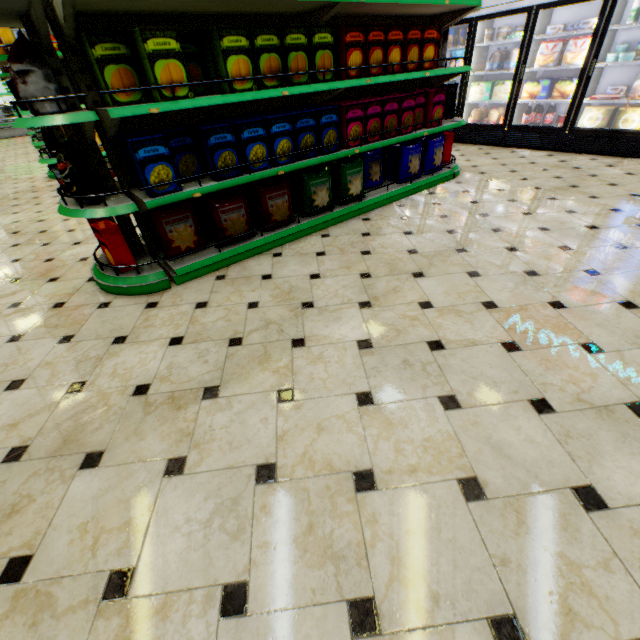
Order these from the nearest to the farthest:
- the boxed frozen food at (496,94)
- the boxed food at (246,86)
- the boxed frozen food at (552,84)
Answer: the boxed food at (246,86), the boxed frozen food at (552,84), the boxed frozen food at (496,94)

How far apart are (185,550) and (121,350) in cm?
149

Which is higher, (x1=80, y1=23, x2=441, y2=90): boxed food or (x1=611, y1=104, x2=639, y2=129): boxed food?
(x1=80, y1=23, x2=441, y2=90): boxed food

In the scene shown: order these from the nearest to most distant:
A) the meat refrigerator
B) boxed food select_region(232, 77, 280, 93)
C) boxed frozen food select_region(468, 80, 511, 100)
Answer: boxed food select_region(232, 77, 280, 93) < boxed frozen food select_region(468, 80, 511, 100) < the meat refrigerator

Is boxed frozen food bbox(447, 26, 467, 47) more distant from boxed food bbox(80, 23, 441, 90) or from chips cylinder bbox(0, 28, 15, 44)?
chips cylinder bbox(0, 28, 15, 44)

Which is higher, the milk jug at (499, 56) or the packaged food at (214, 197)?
the milk jug at (499, 56)

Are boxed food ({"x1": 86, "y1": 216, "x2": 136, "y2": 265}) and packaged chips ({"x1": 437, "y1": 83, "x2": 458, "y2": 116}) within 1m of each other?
no

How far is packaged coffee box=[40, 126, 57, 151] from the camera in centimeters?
465cm
